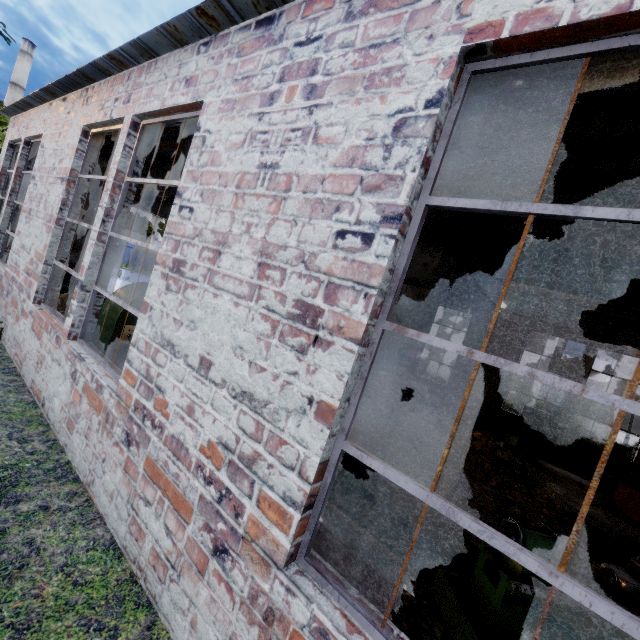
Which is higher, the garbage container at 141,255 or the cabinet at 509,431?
the garbage container at 141,255

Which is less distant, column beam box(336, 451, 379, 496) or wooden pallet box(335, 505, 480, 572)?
wooden pallet box(335, 505, 480, 572)

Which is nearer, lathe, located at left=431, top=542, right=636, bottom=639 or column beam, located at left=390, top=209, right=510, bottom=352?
lathe, located at left=431, top=542, right=636, bottom=639

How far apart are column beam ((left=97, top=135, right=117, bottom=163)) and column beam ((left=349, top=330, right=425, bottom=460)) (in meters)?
5.32

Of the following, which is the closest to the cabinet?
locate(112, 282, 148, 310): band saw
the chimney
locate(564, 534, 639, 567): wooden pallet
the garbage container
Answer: locate(564, 534, 639, 567): wooden pallet

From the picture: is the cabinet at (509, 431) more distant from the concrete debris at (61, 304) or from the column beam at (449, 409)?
the concrete debris at (61, 304)

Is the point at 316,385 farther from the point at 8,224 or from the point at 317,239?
the point at 8,224

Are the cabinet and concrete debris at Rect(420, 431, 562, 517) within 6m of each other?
yes
